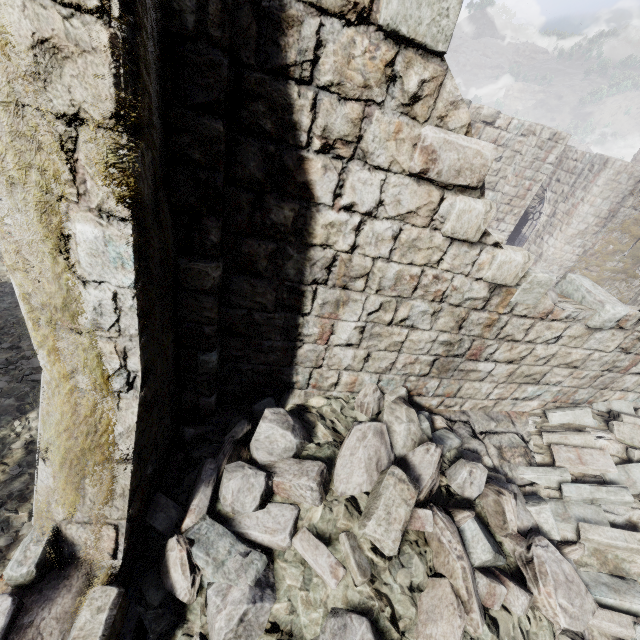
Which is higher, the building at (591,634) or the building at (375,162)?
the building at (375,162)

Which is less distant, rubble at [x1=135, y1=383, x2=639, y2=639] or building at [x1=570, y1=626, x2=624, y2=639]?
rubble at [x1=135, y1=383, x2=639, y2=639]

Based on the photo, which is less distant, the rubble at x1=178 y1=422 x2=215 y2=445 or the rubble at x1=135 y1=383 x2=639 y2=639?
the rubble at x1=135 y1=383 x2=639 y2=639

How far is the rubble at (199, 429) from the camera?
3.69m

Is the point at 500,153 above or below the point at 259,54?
below

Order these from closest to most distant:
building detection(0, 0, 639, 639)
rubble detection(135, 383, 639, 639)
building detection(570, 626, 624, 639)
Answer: building detection(0, 0, 639, 639) → rubble detection(135, 383, 639, 639) → building detection(570, 626, 624, 639)
